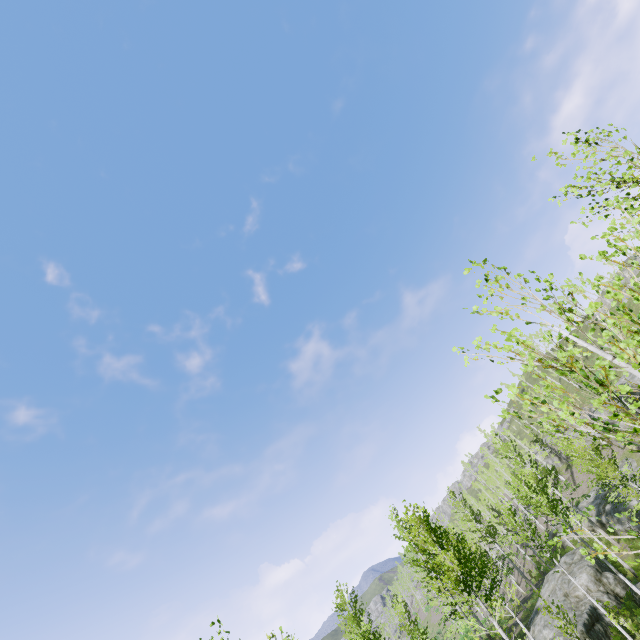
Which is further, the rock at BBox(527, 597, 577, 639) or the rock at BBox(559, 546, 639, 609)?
the rock at BBox(559, 546, 639, 609)

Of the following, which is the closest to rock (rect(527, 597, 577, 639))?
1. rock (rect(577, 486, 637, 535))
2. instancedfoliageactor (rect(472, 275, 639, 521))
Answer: instancedfoliageactor (rect(472, 275, 639, 521))

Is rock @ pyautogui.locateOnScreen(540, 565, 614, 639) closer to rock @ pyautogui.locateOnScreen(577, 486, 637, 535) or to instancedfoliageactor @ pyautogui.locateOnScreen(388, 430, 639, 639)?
instancedfoliageactor @ pyautogui.locateOnScreen(388, 430, 639, 639)

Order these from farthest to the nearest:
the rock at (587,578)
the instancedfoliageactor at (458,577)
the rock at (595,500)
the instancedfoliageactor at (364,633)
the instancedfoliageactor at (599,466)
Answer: the rock at (595,500), the rock at (587,578), the instancedfoliageactor at (364,633), the instancedfoliageactor at (458,577), the instancedfoliageactor at (599,466)

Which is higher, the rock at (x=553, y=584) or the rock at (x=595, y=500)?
the rock at (x=595, y=500)

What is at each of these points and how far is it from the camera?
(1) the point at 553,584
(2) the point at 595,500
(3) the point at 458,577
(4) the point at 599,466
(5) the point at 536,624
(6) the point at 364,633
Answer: (1) rock, 26.0m
(2) rock, 33.9m
(3) instancedfoliageactor, 13.6m
(4) instancedfoliageactor, 21.6m
(5) rock, 23.8m
(6) instancedfoliageactor, 10.9m

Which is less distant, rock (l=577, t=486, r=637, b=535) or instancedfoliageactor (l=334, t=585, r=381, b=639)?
instancedfoliageactor (l=334, t=585, r=381, b=639)
